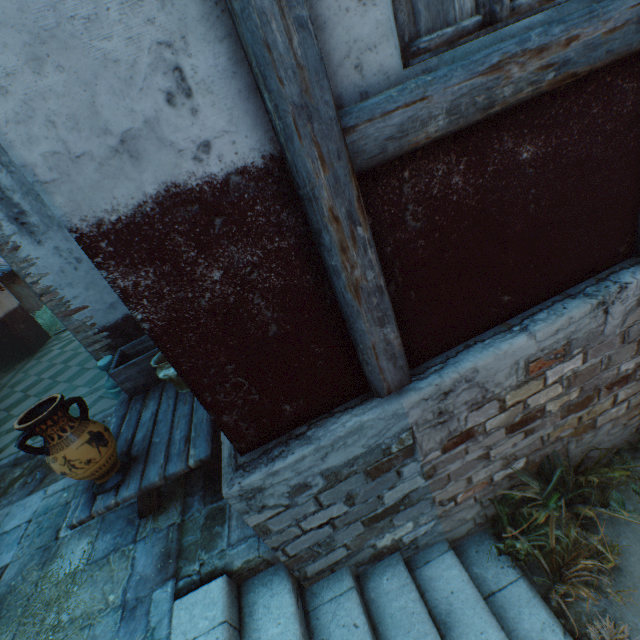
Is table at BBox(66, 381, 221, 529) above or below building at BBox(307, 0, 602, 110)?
below

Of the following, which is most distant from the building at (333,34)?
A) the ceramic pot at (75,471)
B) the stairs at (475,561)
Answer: the ceramic pot at (75,471)

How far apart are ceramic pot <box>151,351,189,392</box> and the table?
0.0 meters

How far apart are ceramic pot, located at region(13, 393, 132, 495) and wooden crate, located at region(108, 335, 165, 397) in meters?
0.9 m

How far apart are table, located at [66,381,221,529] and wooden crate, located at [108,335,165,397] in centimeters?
2cm

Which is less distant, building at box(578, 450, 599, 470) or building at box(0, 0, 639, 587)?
building at box(0, 0, 639, 587)

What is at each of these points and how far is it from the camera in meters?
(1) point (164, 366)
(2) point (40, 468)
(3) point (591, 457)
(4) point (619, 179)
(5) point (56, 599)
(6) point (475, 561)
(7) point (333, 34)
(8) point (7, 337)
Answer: (1) ceramic pot, 3.0
(2) ground stones, 4.3
(3) building, 2.9
(4) building, 1.9
(5) straw, 2.6
(6) stairs, 2.7
(7) building, 1.2
(8) building, 8.4

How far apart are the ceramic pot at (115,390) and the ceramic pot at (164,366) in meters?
1.3 m
